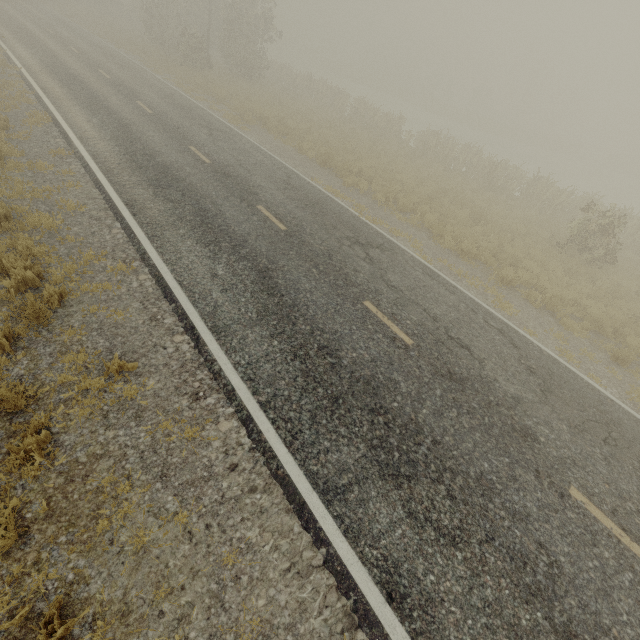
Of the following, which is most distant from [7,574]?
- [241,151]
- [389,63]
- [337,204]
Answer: [389,63]
